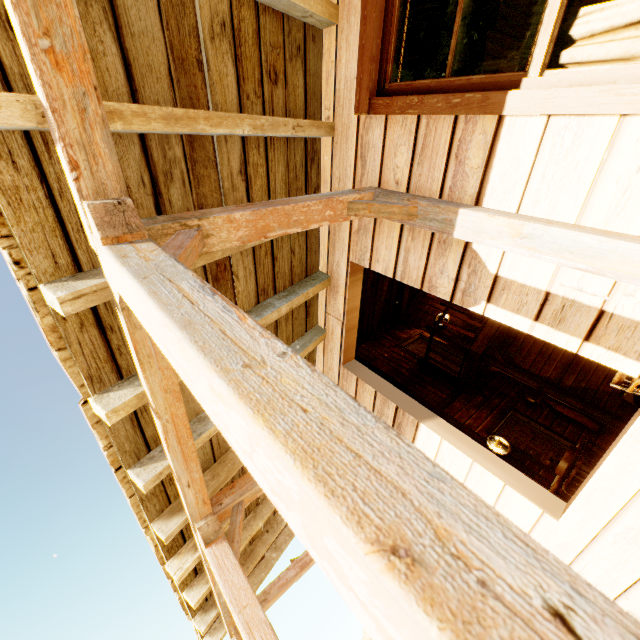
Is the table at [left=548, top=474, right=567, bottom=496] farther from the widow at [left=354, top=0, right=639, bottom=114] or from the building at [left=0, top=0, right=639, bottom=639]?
the widow at [left=354, top=0, right=639, bottom=114]

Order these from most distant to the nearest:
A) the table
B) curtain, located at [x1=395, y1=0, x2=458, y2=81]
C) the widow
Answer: Result:
1. the table
2. curtain, located at [x1=395, y1=0, x2=458, y2=81]
3. the widow

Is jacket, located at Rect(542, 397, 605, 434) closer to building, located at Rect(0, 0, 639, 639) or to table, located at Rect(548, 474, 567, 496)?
building, located at Rect(0, 0, 639, 639)

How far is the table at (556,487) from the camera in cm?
391

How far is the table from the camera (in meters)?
3.91

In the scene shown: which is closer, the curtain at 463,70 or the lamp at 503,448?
the curtain at 463,70

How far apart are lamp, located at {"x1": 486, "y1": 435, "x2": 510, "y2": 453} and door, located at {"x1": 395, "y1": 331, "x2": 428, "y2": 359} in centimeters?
182cm

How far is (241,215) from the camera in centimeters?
172cm
